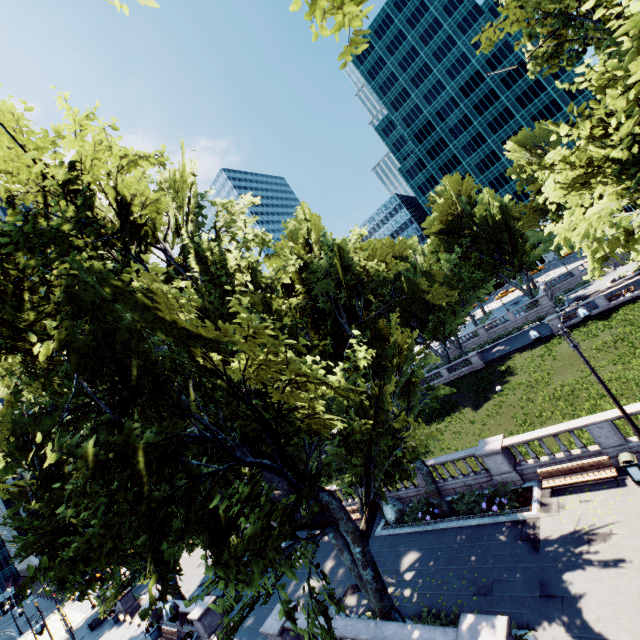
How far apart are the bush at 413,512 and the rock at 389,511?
0.0 meters

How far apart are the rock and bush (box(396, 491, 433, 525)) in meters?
0.0 m

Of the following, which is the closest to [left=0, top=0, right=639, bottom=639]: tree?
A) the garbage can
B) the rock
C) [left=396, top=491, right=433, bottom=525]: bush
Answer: [left=396, top=491, right=433, bottom=525]: bush

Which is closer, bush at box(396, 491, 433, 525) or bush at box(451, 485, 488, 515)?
bush at box(451, 485, 488, 515)

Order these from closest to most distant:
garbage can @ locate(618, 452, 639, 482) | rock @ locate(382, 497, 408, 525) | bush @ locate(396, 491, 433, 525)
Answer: garbage can @ locate(618, 452, 639, 482), bush @ locate(396, 491, 433, 525), rock @ locate(382, 497, 408, 525)

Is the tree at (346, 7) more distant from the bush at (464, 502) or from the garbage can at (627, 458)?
the garbage can at (627, 458)

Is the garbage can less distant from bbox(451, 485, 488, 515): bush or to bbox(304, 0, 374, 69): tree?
bbox(451, 485, 488, 515): bush

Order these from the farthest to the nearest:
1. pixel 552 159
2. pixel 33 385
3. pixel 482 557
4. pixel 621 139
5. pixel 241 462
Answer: pixel 482 557
pixel 33 385
pixel 241 462
pixel 552 159
pixel 621 139
